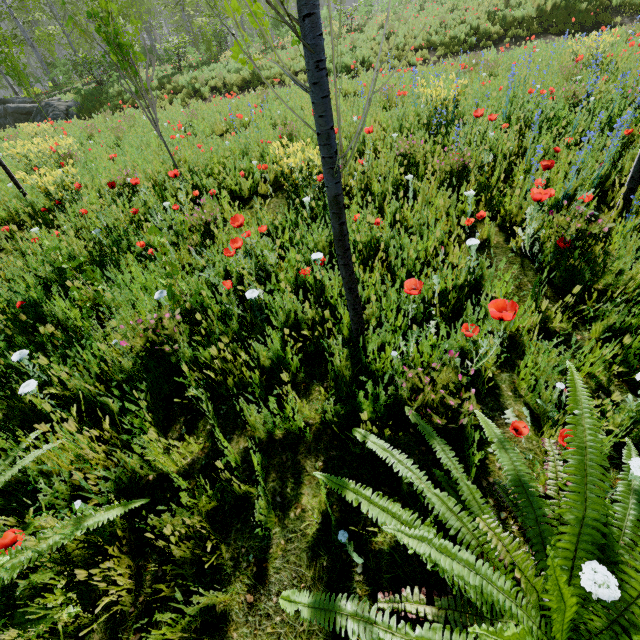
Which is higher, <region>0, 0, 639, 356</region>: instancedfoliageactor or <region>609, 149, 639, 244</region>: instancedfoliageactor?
<region>0, 0, 639, 356</region>: instancedfoliageactor

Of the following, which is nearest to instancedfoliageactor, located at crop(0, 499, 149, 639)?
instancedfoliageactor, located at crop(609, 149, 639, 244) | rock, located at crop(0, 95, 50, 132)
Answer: rock, located at crop(0, 95, 50, 132)

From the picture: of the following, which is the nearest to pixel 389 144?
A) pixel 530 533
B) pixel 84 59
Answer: pixel 530 533

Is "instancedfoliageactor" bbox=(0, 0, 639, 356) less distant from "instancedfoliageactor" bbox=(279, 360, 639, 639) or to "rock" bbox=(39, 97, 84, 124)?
"rock" bbox=(39, 97, 84, 124)

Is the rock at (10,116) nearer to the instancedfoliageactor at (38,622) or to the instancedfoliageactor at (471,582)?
the instancedfoliageactor at (38,622)

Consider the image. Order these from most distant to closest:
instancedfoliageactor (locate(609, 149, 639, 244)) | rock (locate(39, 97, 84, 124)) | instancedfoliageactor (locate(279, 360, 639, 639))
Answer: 1. rock (locate(39, 97, 84, 124))
2. instancedfoliageactor (locate(609, 149, 639, 244))
3. instancedfoliageactor (locate(279, 360, 639, 639))

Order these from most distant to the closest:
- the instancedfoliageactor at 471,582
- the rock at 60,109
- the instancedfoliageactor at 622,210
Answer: the rock at 60,109
the instancedfoliageactor at 622,210
the instancedfoliageactor at 471,582
